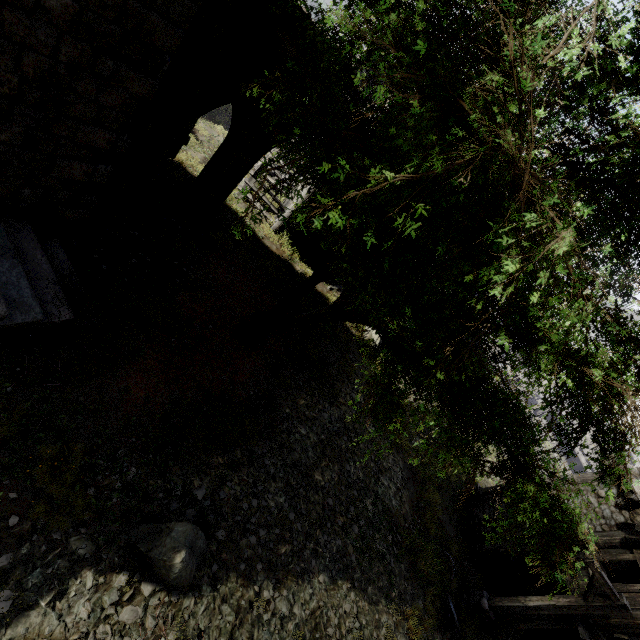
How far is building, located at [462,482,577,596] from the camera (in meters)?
11.99

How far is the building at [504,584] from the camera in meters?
12.0

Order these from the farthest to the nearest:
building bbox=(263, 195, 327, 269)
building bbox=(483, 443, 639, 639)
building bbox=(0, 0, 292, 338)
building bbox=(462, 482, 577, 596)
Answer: building bbox=(263, 195, 327, 269)
building bbox=(462, 482, 577, 596)
building bbox=(483, 443, 639, 639)
building bbox=(0, 0, 292, 338)

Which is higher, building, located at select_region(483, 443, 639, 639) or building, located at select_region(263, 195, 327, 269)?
building, located at select_region(483, 443, 639, 639)

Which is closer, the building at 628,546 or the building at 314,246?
the building at 628,546

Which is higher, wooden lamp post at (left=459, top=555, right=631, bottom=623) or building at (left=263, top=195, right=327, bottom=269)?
wooden lamp post at (left=459, top=555, right=631, bottom=623)

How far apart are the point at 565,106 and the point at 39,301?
Result: 8.9m
